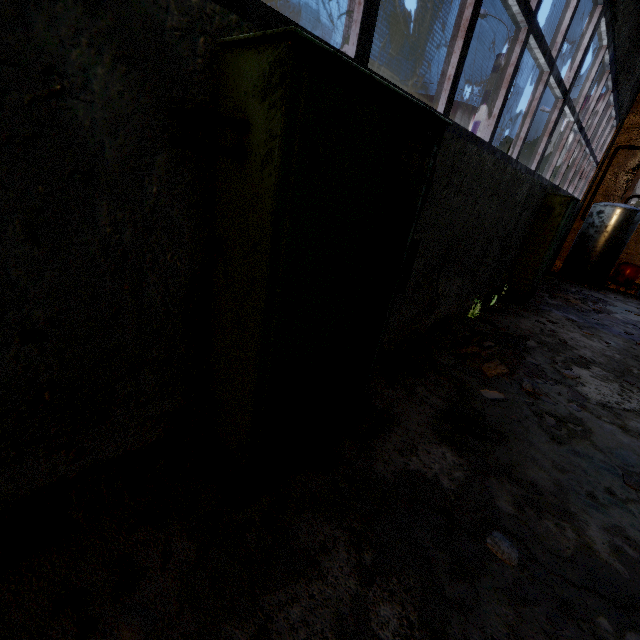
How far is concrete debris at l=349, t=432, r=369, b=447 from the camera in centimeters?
277cm

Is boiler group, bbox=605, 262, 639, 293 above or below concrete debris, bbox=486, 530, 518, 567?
above

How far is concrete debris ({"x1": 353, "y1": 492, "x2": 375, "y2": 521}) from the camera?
2.18m

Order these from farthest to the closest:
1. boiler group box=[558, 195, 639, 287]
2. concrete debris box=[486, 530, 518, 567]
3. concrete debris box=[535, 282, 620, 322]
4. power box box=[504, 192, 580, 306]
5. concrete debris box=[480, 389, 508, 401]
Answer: boiler group box=[558, 195, 639, 287], concrete debris box=[535, 282, 620, 322], power box box=[504, 192, 580, 306], concrete debris box=[480, 389, 508, 401], concrete debris box=[486, 530, 518, 567]

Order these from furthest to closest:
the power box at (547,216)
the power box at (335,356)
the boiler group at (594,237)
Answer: the boiler group at (594,237) < the power box at (547,216) < the power box at (335,356)

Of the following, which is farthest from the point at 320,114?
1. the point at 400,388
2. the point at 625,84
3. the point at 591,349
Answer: the point at 625,84

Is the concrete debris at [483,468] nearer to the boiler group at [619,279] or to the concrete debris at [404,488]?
the concrete debris at [404,488]

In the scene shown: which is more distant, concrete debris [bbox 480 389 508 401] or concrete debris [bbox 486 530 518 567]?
concrete debris [bbox 480 389 508 401]
